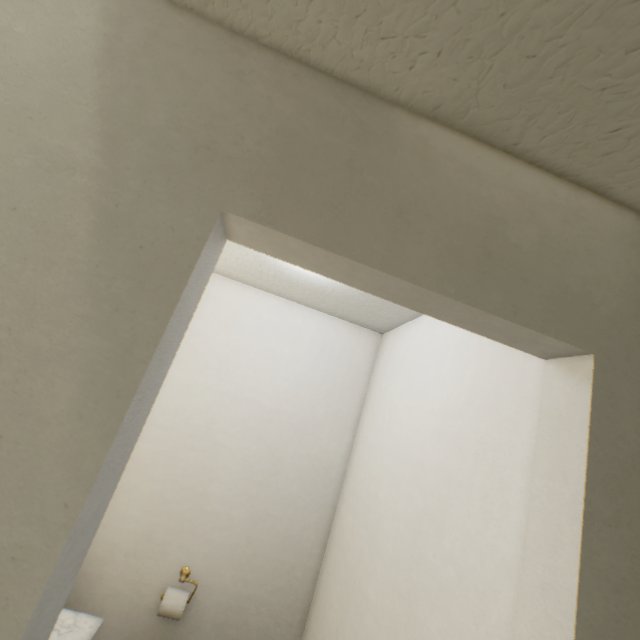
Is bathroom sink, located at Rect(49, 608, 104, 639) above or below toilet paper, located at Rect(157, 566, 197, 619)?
above

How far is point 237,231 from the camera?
0.6 meters

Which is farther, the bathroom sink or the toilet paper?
the toilet paper

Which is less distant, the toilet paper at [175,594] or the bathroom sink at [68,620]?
the bathroom sink at [68,620]

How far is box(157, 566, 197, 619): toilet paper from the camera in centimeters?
166cm

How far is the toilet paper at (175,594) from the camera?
1.7m
